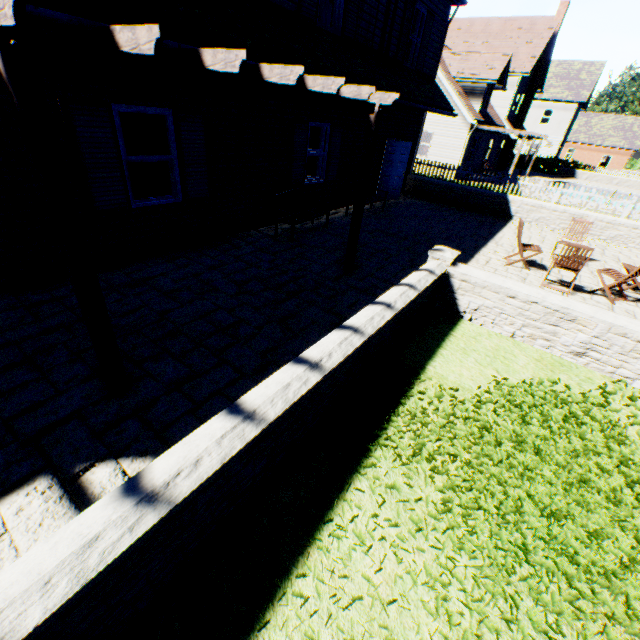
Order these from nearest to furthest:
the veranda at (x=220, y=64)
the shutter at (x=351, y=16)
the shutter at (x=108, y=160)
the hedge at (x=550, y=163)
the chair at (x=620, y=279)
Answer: the veranda at (x=220, y=64) → the shutter at (x=108, y=160) → the chair at (x=620, y=279) → the shutter at (x=351, y=16) → the hedge at (x=550, y=163)

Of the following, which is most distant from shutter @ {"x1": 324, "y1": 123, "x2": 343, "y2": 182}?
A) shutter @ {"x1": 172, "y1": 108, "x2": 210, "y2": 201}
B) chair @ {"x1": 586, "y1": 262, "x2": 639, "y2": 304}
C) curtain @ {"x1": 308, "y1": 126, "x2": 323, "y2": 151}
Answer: chair @ {"x1": 586, "y1": 262, "x2": 639, "y2": 304}

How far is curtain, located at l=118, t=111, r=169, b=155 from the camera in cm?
562

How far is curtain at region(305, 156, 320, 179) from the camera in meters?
9.7 m

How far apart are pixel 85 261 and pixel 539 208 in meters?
15.1 m

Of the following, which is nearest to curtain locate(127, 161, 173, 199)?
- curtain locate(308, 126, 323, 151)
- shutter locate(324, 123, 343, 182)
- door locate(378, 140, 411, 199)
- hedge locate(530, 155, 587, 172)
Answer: curtain locate(308, 126, 323, 151)

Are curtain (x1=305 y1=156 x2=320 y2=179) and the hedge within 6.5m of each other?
no

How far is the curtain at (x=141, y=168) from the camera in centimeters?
603cm
